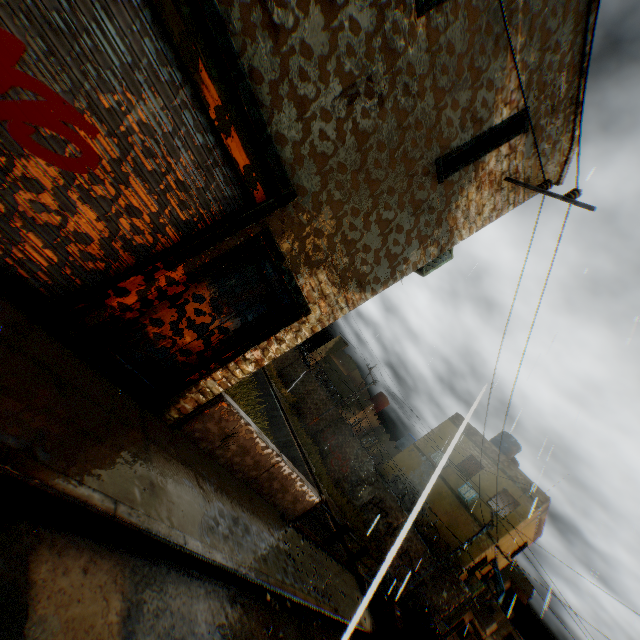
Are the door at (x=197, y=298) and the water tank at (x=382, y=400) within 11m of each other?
no

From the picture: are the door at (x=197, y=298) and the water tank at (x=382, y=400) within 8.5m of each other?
no

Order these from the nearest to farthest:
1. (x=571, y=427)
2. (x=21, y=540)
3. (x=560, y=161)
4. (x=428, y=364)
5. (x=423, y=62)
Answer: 1. (x=21, y=540)
2. (x=423, y=62)
3. (x=560, y=161)
4. (x=571, y=427)
5. (x=428, y=364)

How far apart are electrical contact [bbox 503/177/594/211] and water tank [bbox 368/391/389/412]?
29.9m

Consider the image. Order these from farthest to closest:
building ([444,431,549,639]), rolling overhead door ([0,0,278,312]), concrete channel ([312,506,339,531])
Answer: building ([444,431,549,639])
concrete channel ([312,506,339,531])
rolling overhead door ([0,0,278,312])

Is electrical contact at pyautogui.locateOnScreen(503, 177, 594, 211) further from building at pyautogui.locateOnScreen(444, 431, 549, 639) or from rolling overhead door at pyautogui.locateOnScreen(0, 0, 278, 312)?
rolling overhead door at pyautogui.locateOnScreen(0, 0, 278, 312)

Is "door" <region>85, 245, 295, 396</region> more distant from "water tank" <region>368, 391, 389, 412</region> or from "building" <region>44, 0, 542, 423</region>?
"water tank" <region>368, 391, 389, 412</region>

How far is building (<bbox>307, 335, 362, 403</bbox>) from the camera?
32.4 meters
